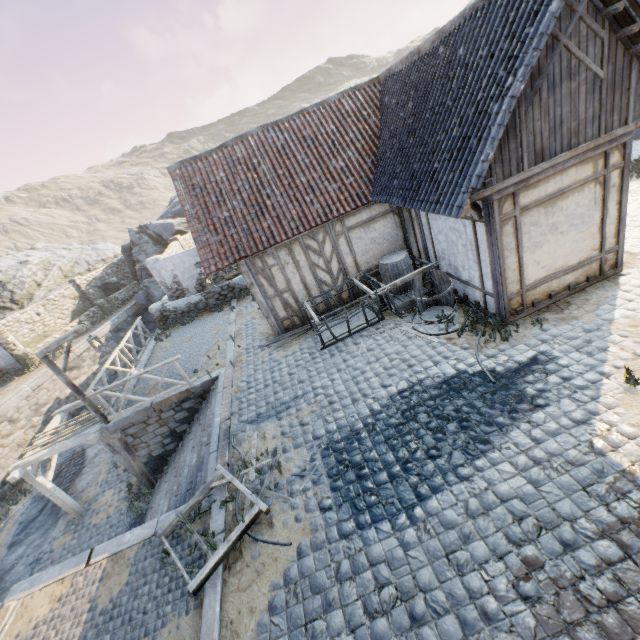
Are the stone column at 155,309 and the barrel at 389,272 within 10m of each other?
no

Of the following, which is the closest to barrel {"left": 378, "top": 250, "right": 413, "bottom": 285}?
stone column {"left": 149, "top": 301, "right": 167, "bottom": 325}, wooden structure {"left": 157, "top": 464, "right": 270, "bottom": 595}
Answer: wooden structure {"left": 157, "top": 464, "right": 270, "bottom": 595}

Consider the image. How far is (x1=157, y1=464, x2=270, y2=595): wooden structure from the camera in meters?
4.9 m

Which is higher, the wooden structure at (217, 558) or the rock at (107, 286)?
the rock at (107, 286)

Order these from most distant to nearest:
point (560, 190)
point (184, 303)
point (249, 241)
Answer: point (184, 303)
point (249, 241)
point (560, 190)

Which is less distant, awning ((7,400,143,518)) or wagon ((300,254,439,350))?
wagon ((300,254,439,350))

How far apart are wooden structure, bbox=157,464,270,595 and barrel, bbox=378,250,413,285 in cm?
674

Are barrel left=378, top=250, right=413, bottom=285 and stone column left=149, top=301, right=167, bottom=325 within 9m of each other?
no
